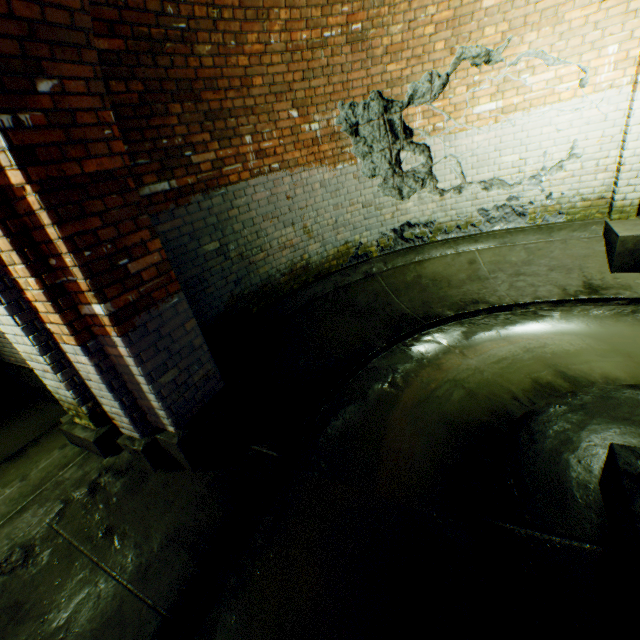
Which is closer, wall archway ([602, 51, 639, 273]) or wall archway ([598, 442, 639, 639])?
wall archway ([598, 442, 639, 639])

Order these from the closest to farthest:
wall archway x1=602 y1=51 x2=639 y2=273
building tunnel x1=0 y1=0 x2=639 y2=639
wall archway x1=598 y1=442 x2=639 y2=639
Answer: wall archway x1=598 y1=442 x2=639 y2=639 → building tunnel x1=0 y1=0 x2=639 y2=639 → wall archway x1=602 y1=51 x2=639 y2=273

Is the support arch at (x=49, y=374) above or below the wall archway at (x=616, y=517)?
above

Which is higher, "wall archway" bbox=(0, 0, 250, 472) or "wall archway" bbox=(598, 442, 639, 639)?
"wall archway" bbox=(0, 0, 250, 472)

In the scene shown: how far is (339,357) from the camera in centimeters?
410cm

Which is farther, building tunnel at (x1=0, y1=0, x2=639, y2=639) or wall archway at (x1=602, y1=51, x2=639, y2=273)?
wall archway at (x1=602, y1=51, x2=639, y2=273)

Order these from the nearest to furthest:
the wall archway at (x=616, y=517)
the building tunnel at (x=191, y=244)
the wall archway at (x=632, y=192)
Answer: the wall archway at (x=616, y=517) < the building tunnel at (x=191, y=244) < the wall archway at (x=632, y=192)

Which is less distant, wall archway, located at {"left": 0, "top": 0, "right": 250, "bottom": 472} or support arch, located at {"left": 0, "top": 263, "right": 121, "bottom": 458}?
wall archway, located at {"left": 0, "top": 0, "right": 250, "bottom": 472}
